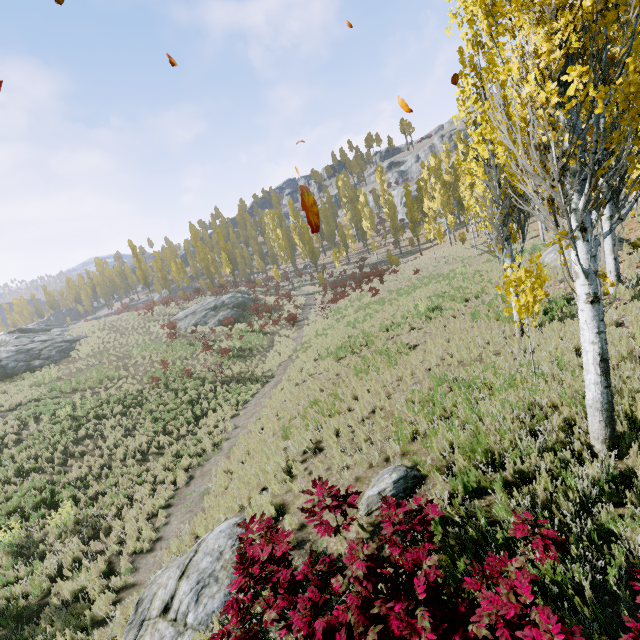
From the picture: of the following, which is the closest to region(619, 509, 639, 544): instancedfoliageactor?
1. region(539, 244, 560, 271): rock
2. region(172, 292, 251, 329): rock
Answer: region(539, 244, 560, 271): rock

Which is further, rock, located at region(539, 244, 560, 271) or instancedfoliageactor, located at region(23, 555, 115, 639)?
rock, located at region(539, 244, 560, 271)

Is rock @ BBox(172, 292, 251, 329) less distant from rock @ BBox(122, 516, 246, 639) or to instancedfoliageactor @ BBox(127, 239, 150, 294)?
instancedfoliageactor @ BBox(127, 239, 150, 294)

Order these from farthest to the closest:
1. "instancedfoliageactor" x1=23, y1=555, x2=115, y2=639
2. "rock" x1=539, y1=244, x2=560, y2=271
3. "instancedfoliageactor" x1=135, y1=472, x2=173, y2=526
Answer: "rock" x1=539, y1=244, x2=560, y2=271 → "instancedfoliageactor" x1=135, y1=472, x2=173, y2=526 → "instancedfoliageactor" x1=23, y1=555, x2=115, y2=639

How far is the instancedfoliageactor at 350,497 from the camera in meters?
5.1

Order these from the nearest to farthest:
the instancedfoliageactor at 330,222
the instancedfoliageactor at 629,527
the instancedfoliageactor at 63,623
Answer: the instancedfoliageactor at 629,527 → the instancedfoliageactor at 63,623 → the instancedfoliageactor at 330,222

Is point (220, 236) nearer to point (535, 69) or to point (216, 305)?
point (216, 305)
